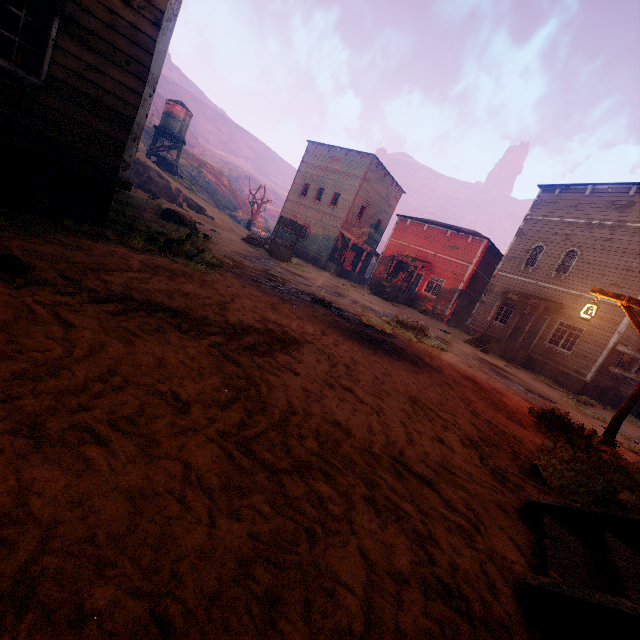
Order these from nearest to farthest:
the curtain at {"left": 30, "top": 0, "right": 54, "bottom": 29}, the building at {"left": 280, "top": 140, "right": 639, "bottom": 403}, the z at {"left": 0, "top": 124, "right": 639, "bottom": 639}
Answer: the z at {"left": 0, "top": 124, "right": 639, "bottom": 639}
the curtain at {"left": 30, "top": 0, "right": 54, "bottom": 29}
the building at {"left": 280, "top": 140, "right": 639, "bottom": 403}

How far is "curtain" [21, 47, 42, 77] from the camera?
4.8 meters

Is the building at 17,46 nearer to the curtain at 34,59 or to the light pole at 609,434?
the curtain at 34,59

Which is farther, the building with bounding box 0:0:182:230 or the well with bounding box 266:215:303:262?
the well with bounding box 266:215:303:262

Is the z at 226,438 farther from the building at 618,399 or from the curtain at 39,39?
the curtain at 39,39

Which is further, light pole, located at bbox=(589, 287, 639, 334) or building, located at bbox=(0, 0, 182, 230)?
light pole, located at bbox=(589, 287, 639, 334)

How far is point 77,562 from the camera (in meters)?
1.12

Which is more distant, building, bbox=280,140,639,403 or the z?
building, bbox=280,140,639,403
